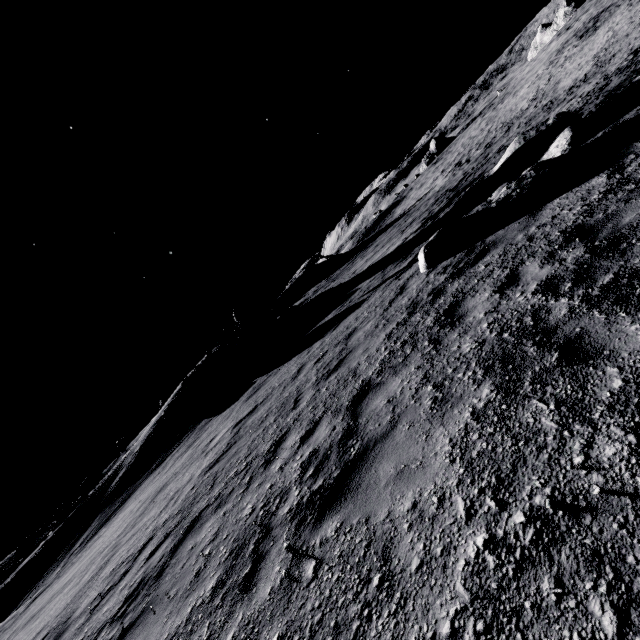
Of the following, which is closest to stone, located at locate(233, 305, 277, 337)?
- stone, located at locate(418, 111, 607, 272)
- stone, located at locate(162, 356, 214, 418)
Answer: stone, located at locate(162, 356, 214, 418)

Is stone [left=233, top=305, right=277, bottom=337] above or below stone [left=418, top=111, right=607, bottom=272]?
above

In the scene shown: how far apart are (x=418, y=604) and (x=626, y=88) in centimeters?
1713cm

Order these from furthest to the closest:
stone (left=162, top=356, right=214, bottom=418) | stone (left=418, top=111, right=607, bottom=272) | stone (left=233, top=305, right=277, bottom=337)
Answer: stone (left=233, top=305, right=277, bottom=337), stone (left=162, top=356, right=214, bottom=418), stone (left=418, top=111, right=607, bottom=272)

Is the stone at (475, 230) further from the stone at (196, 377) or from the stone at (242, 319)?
the stone at (196, 377)

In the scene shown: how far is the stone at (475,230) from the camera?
7.8m

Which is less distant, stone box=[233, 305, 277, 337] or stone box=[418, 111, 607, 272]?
stone box=[418, 111, 607, 272]
